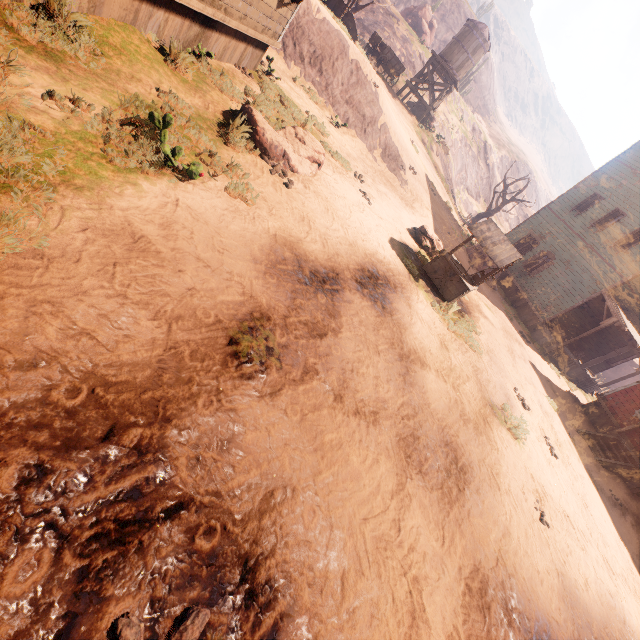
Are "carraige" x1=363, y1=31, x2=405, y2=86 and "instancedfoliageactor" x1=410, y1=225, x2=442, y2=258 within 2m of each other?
no

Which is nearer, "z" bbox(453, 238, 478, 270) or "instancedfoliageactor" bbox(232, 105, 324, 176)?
"instancedfoliageactor" bbox(232, 105, 324, 176)

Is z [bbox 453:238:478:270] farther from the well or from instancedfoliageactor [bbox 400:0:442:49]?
instancedfoliageactor [bbox 400:0:442:49]

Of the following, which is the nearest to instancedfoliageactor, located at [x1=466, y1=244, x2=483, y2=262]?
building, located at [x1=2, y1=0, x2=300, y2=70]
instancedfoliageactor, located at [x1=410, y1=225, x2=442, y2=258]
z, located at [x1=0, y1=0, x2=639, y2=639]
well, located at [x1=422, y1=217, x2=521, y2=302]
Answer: z, located at [x1=0, y1=0, x2=639, y2=639]

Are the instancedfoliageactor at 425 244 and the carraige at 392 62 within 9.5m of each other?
no

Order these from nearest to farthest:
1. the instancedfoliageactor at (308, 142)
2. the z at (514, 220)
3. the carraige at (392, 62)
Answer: the instancedfoliageactor at (308, 142), the carraige at (392, 62), the z at (514, 220)

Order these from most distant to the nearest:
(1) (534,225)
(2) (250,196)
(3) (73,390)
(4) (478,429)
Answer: (1) (534,225), (4) (478,429), (2) (250,196), (3) (73,390)

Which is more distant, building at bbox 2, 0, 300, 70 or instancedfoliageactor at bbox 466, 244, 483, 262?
instancedfoliageactor at bbox 466, 244, 483, 262
